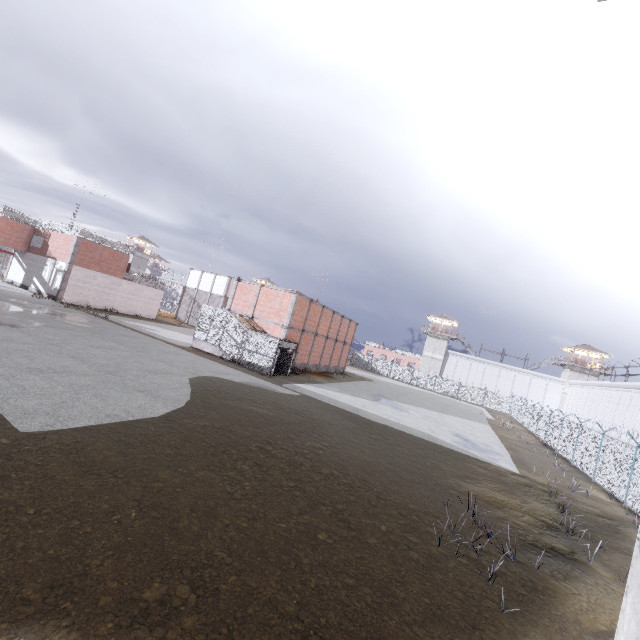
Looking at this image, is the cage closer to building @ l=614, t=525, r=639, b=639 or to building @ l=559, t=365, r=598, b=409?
building @ l=614, t=525, r=639, b=639

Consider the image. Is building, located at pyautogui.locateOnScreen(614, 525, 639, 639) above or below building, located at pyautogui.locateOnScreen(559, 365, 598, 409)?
below

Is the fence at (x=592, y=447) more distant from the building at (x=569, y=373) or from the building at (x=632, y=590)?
the building at (x=569, y=373)

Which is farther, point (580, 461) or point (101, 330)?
point (101, 330)

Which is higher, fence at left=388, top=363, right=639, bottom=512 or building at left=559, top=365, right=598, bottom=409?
building at left=559, top=365, right=598, bottom=409

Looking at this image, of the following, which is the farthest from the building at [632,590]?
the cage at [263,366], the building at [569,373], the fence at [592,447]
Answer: the building at [569,373]

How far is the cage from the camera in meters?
24.7

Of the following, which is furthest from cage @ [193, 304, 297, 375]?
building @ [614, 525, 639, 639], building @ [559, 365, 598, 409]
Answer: building @ [559, 365, 598, 409]
